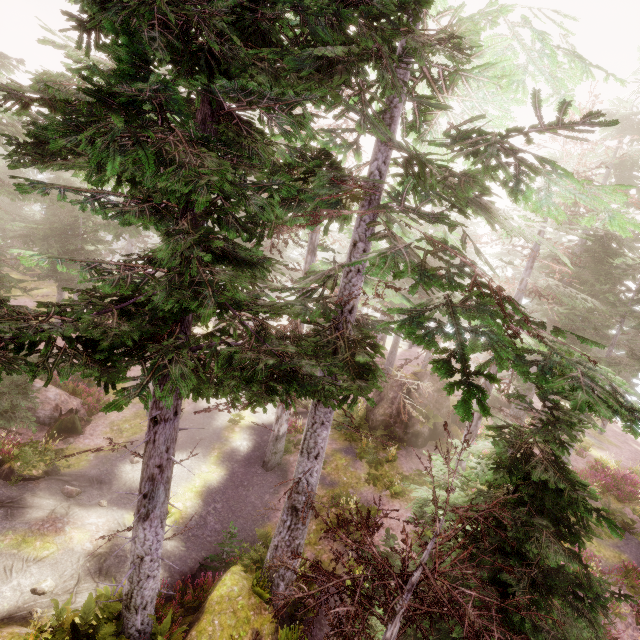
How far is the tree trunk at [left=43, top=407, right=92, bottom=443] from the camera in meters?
16.4 m

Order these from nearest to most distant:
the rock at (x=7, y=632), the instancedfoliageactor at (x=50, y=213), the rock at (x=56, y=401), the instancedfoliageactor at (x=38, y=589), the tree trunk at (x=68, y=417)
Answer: the instancedfoliageactor at (x=50, y=213)
the rock at (x=7, y=632)
the instancedfoliageactor at (x=38, y=589)
the tree trunk at (x=68, y=417)
the rock at (x=56, y=401)

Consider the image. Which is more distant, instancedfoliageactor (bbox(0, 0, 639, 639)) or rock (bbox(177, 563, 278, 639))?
rock (bbox(177, 563, 278, 639))

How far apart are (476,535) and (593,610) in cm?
212

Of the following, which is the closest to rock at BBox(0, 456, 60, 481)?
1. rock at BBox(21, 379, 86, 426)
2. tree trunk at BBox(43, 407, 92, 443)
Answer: tree trunk at BBox(43, 407, 92, 443)

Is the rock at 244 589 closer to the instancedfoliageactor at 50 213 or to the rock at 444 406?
the instancedfoliageactor at 50 213

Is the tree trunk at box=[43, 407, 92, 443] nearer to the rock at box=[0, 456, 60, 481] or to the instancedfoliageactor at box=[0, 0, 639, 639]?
the instancedfoliageactor at box=[0, 0, 639, 639]

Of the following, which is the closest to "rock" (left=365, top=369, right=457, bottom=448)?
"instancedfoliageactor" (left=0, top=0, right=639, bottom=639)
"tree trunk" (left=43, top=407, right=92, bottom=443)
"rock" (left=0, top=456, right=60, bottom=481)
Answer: "instancedfoliageactor" (left=0, top=0, right=639, bottom=639)
